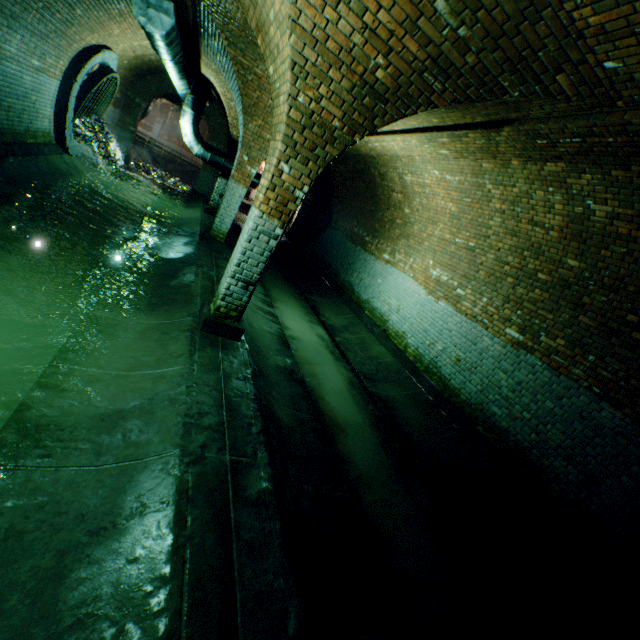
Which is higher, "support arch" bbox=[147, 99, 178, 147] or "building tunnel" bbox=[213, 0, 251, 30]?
"building tunnel" bbox=[213, 0, 251, 30]

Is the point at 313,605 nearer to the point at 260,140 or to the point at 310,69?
the point at 310,69

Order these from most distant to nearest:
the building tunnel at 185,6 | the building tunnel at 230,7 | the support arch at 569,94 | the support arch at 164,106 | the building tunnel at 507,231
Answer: the support arch at 164,106, the building tunnel at 185,6, the building tunnel at 230,7, the support arch at 569,94, the building tunnel at 507,231

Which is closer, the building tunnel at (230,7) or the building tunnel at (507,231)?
the building tunnel at (507,231)

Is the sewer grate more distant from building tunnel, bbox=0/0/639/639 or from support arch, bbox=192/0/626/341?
support arch, bbox=192/0/626/341

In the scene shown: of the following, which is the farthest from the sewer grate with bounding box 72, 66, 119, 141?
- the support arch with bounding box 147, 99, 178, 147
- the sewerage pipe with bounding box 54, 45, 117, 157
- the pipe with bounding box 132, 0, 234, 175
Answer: the support arch with bounding box 147, 99, 178, 147

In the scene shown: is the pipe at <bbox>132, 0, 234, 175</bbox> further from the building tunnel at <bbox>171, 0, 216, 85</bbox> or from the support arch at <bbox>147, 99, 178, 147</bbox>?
the support arch at <bbox>147, 99, 178, 147</bbox>

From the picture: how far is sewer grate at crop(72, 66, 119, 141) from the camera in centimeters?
909cm
